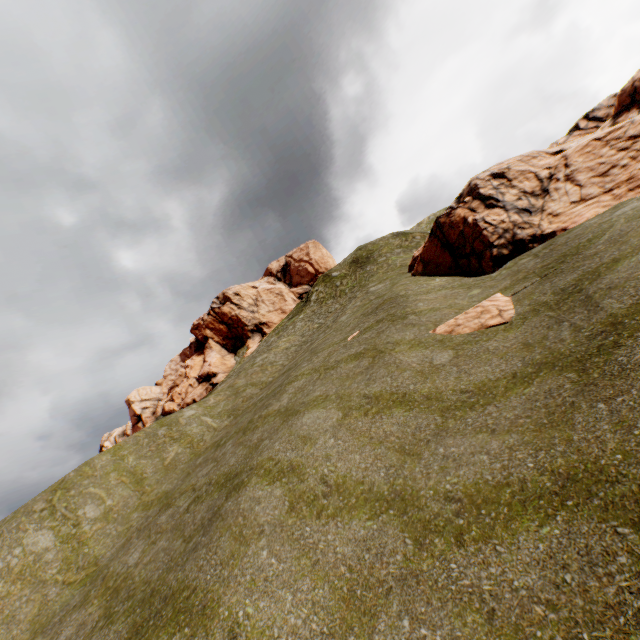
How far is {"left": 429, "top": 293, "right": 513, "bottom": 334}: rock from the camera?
10.9 meters

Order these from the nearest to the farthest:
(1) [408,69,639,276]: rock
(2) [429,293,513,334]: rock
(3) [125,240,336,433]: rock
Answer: (2) [429,293,513,334]: rock, (1) [408,69,639,276]: rock, (3) [125,240,336,433]: rock

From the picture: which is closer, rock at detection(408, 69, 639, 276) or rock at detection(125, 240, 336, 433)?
rock at detection(408, 69, 639, 276)

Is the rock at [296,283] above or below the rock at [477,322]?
above

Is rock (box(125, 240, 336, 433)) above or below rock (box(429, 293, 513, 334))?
→ above

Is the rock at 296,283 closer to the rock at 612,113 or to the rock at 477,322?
the rock at 612,113

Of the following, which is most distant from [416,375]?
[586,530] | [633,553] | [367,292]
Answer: [367,292]

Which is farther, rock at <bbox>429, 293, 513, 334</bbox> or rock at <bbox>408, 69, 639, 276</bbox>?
rock at <bbox>408, 69, 639, 276</bbox>
